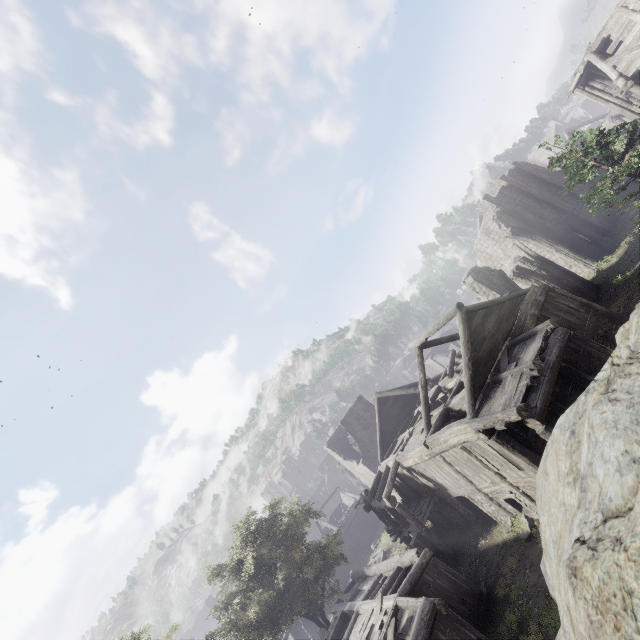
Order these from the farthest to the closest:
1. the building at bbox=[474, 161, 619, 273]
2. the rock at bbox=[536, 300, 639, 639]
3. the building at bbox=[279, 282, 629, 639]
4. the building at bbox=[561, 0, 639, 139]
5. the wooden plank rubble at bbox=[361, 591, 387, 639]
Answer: the building at bbox=[474, 161, 619, 273]
the building at bbox=[561, 0, 639, 139]
the wooden plank rubble at bbox=[361, 591, 387, 639]
the building at bbox=[279, 282, 629, 639]
the rock at bbox=[536, 300, 639, 639]

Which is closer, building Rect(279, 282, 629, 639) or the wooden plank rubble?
building Rect(279, 282, 629, 639)

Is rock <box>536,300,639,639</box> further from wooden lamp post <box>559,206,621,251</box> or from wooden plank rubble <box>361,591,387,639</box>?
wooden lamp post <box>559,206,621,251</box>

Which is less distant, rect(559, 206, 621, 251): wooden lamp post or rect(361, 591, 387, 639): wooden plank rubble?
rect(361, 591, 387, 639): wooden plank rubble

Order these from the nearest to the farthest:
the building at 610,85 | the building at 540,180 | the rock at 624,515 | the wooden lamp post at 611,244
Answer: the rock at 624,515 < the building at 610,85 < the wooden lamp post at 611,244 < the building at 540,180

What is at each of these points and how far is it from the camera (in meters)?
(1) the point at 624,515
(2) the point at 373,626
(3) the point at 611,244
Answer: (1) rock, 2.36
(2) wooden plank rubble, 13.23
(3) wooden lamp post, 26.78

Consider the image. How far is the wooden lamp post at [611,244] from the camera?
26.7m

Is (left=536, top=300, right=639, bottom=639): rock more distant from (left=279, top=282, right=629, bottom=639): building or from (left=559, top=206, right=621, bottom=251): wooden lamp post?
(left=559, top=206, right=621, bottom=251): wooden lamp post
